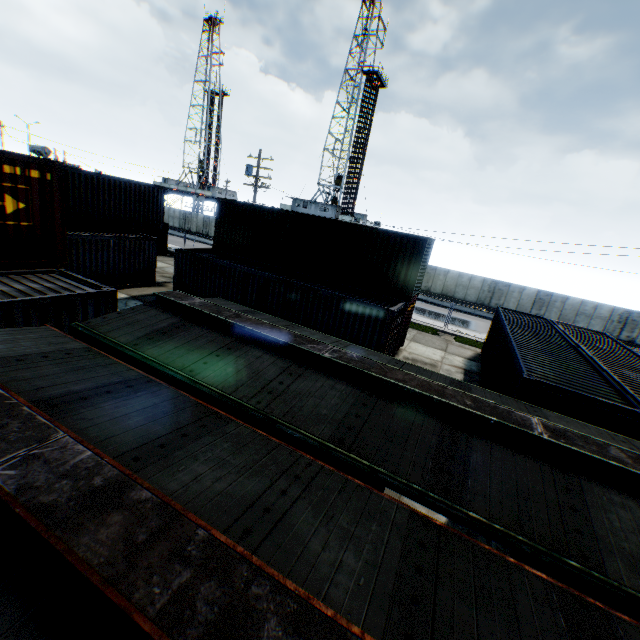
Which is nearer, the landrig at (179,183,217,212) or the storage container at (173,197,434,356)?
the storage container at (173,197,434,356)

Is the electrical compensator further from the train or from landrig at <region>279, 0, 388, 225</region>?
the train

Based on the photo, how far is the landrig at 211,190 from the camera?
58.1m

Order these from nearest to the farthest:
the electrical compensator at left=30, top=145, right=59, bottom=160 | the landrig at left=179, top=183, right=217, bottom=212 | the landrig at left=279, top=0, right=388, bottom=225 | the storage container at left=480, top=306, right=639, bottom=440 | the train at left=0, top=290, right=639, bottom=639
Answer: the train at left=0, top=290, right=639, bottom=639 < the storage container at left=480, top=306, right=639, bottom=440 < the electrical compensator at left=30, top=145, right=59, bottom=160 < the landrig at left=279, top=0, right=388, bottom=225 < the landrig at left=179, top=183, right=217, bottom=212

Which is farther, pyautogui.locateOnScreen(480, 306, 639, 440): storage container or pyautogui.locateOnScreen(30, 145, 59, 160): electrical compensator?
pyautogui.locateOnScreen(30, 145, 59, 160): electrical compensator

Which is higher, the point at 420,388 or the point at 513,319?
the point at 420,388

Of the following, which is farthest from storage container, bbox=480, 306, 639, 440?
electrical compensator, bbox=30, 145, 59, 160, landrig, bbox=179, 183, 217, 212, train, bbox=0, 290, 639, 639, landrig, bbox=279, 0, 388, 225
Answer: landrig, bbox=179, 183, 217, 212

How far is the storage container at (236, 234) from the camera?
13.8m
